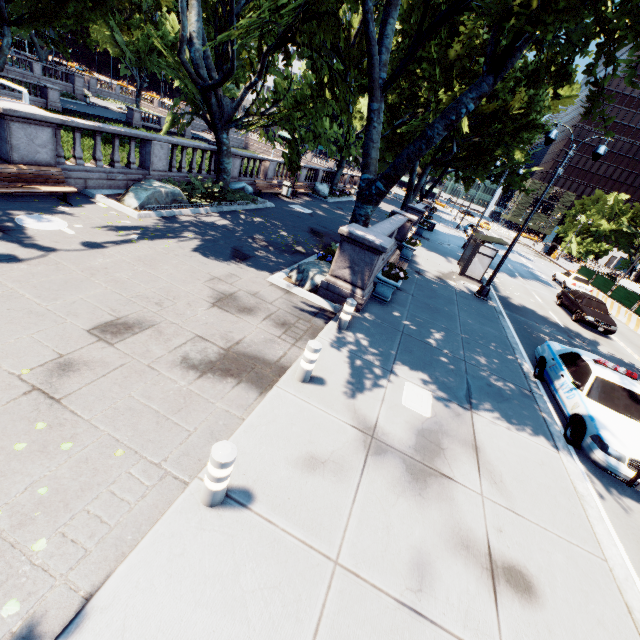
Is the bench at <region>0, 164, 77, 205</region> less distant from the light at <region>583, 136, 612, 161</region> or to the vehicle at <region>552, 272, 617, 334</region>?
the light at <region>583, 136, 612, 161</region>

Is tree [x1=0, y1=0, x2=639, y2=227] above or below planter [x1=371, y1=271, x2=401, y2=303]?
above

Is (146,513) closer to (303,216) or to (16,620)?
(16,620)

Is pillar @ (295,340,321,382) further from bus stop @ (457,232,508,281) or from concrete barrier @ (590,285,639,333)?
concrete barrier @ (590,285,639,333)

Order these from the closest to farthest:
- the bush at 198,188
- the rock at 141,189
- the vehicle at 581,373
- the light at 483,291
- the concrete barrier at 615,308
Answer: the vehicle at 581,373, the rock at 141,189, the light at 483,291, the bush at 198,188, the concrete barrier at 615,308

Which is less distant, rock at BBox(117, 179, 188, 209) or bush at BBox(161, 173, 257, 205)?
rock at BBox(117, 179, 188, 209)

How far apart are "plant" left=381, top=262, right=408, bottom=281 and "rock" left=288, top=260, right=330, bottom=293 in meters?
1.4

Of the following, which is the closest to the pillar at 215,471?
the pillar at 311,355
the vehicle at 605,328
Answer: the pillar at 311,355
